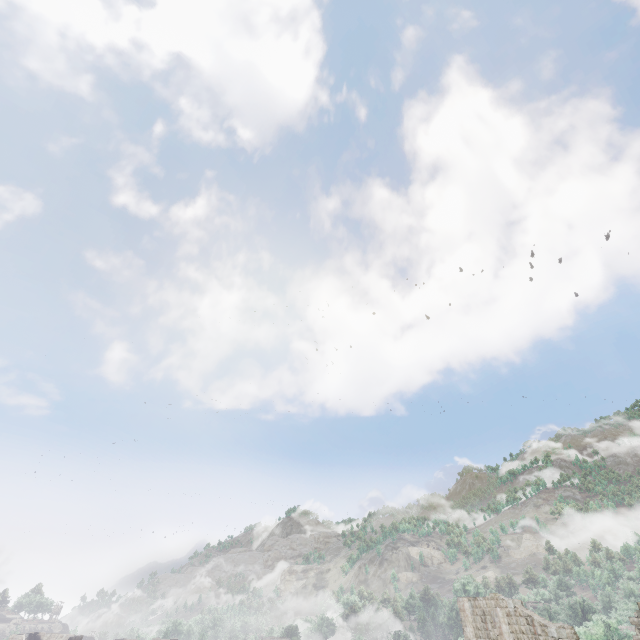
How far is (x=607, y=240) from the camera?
57.97m
